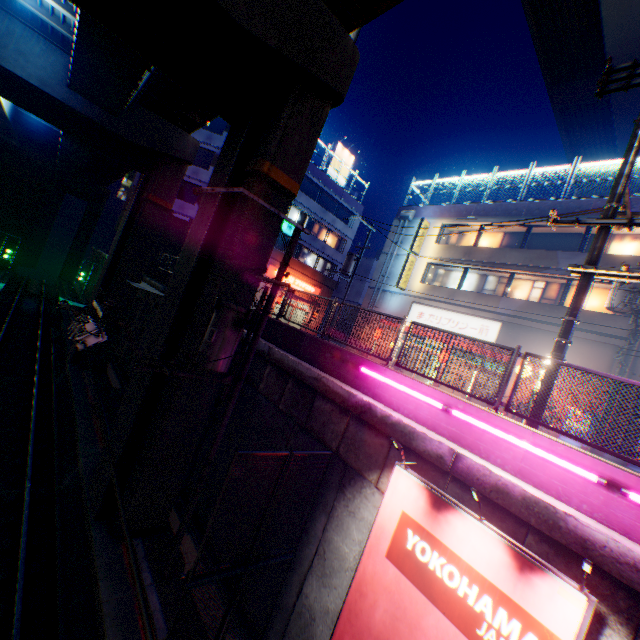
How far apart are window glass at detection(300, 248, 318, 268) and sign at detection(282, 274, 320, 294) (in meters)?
1.55

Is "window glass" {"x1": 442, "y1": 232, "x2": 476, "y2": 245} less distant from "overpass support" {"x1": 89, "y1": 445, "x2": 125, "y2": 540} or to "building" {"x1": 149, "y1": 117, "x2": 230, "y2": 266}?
"building" {"x1": 149, "y1": 117, "x2": 230, "y2": 266}

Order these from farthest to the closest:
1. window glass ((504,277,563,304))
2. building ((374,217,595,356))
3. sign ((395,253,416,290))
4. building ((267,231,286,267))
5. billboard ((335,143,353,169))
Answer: billboard ((335,143,353,169)) < building ((267,231,286,267)) < sign ((395,253,416,290)) < window glass ((504,277,563,304)) < building ((374,217,595,356))

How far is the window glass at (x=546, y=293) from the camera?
17.8m

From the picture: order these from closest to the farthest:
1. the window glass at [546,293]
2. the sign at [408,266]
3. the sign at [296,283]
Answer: the window glass at [546,293] → the sign at [408,266] → the sign at [296,283]

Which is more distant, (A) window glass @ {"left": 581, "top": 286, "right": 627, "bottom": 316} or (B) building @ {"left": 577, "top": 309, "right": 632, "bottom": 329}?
(A) window glass @ {"left": 581, "top": 286, "right": 627, "bottom": 316}

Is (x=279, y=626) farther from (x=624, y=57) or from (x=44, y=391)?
(x=624, y=57)

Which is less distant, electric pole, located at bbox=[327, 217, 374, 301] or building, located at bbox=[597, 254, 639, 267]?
building, located at bbox=[597, 254, 639, 267]
